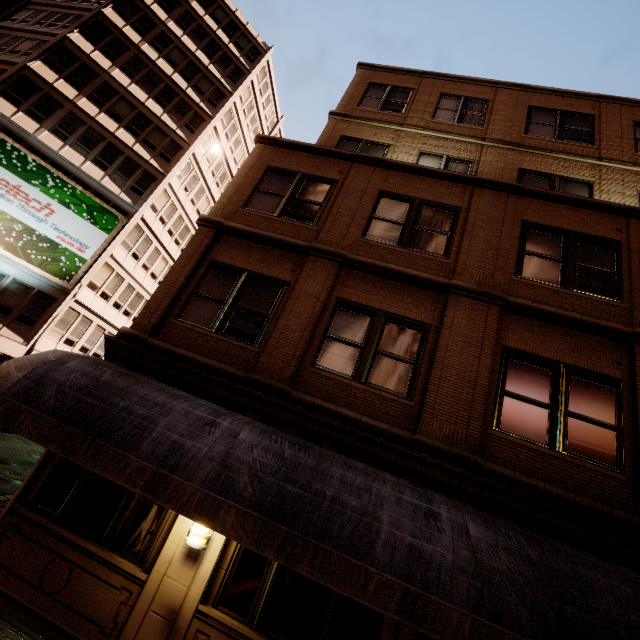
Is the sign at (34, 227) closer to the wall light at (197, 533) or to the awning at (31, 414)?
the awning at (31, 414)

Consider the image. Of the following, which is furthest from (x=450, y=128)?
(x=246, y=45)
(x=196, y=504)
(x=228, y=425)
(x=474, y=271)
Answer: (x=246, y=45)

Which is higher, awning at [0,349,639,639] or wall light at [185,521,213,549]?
awning at [0,349,639,639]

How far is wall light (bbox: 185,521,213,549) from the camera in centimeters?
518cm

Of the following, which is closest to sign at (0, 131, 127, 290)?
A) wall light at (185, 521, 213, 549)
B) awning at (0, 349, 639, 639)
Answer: awning at (0, 349, 639, 639)

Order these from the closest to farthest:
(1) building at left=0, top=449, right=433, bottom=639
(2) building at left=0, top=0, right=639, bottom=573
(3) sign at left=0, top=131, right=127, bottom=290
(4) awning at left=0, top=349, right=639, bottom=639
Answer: (4) awning at left=0, top=349, right=639, bottom=639
(1) building at left=0, top=449, right=433, bottom=639
(2) building at left=0, top=0, right=639, bottom=573
(3) sign at left=0, top=131, right=127, bottom=290

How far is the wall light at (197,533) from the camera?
5.18m

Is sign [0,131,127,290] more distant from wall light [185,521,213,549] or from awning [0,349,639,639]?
wall light [185,521,213,549]
